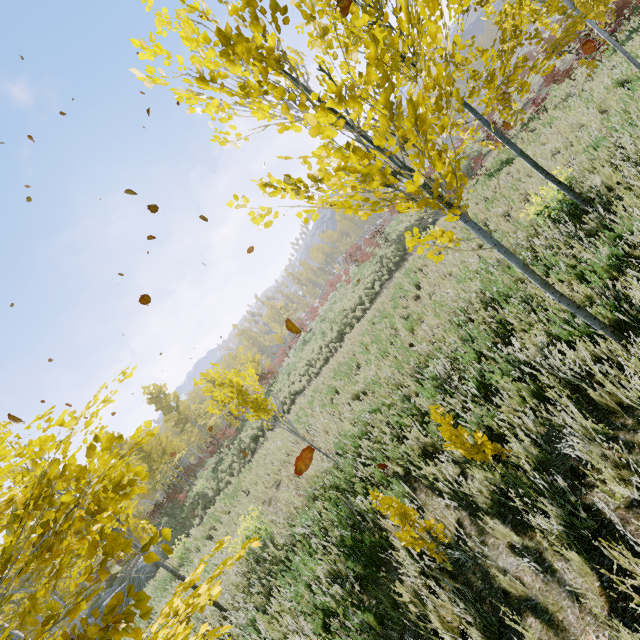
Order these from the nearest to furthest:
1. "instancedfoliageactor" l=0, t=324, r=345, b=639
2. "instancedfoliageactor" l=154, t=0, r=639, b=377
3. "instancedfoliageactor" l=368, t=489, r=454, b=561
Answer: "instancedfoliageactor" l=0, t=324, r=345, b=639
"instancedfoliageactor" l=154, t=0, r=639, b=377
"instancedfoliageactor" l=368, t=489, r=454, b=561

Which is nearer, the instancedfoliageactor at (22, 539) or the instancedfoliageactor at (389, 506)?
the instancedfoliageactor at (22, 539)

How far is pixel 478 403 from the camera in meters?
3.3

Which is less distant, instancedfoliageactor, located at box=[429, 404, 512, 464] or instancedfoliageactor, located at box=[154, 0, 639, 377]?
instancedfoliageactor, located at box=[154, 0, 639, 377]

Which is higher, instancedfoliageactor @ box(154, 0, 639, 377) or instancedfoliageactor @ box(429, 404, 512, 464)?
instancedfoliageactor @ box(154, 0, 639, 377)

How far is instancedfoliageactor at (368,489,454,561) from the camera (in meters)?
2.59

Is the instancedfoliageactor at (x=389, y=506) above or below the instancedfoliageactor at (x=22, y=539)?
below
